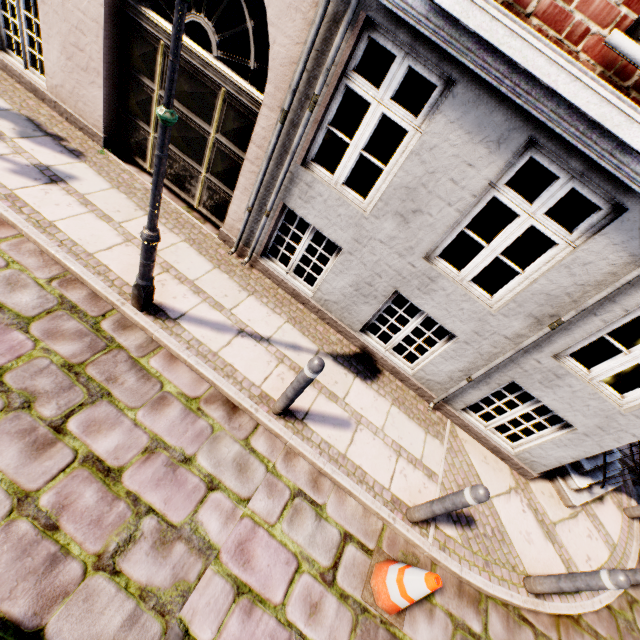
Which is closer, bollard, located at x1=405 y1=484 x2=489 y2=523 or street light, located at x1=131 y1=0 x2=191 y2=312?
street light, located at x1=131 y1=0 x2=191 y2=312

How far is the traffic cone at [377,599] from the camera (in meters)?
2.87

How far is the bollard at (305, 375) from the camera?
3.1 meters

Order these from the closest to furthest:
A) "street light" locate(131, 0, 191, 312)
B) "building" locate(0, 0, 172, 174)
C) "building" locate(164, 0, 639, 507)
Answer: "street light" locate(131, 0, 191, 312) < "building" locate(164, 0, 639, 507) < "building" locate(0, 0, 172, 174)

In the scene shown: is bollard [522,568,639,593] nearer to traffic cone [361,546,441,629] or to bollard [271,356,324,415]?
traffic cone [361,546,441,629]

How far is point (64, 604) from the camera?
2.26m

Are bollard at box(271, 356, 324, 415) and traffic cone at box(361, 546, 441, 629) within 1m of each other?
no

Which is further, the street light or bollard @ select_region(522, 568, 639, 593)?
bollard @ select_region(522, 568, 639, 593)
